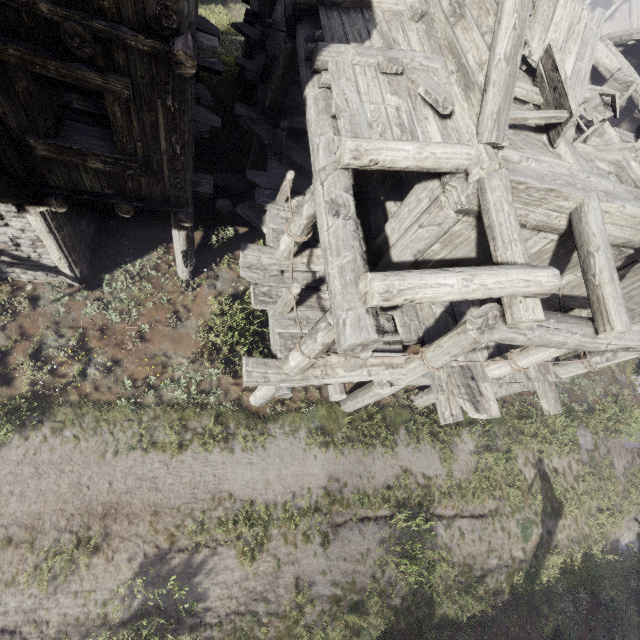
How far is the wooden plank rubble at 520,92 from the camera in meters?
6.2 m

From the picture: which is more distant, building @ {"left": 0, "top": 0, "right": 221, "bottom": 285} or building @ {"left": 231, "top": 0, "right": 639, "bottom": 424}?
building @ {"left": 231, "top": 0, "right": 639, "bottom": 424}

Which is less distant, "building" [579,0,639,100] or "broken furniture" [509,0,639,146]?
"broken furniture" [509,0,639,146]

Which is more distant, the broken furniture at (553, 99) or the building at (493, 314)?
the broken furniture at (553, 99)

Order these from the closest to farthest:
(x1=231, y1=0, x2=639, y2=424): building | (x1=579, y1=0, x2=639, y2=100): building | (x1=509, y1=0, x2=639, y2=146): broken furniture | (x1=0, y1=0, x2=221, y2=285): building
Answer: (x1=0, y1=0, x2=221, y2=285): building < (x1=231, y1=0, x2=639, y2=424): building < (x1=509, y1=0, x2=639, y2=146): broken furniture < (x1=579, y1=0, x2=639, y2=100): building

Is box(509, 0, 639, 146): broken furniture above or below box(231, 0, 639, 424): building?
above

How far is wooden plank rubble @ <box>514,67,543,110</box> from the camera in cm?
623

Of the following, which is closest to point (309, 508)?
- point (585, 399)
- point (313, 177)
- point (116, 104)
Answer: point (313, 177)
